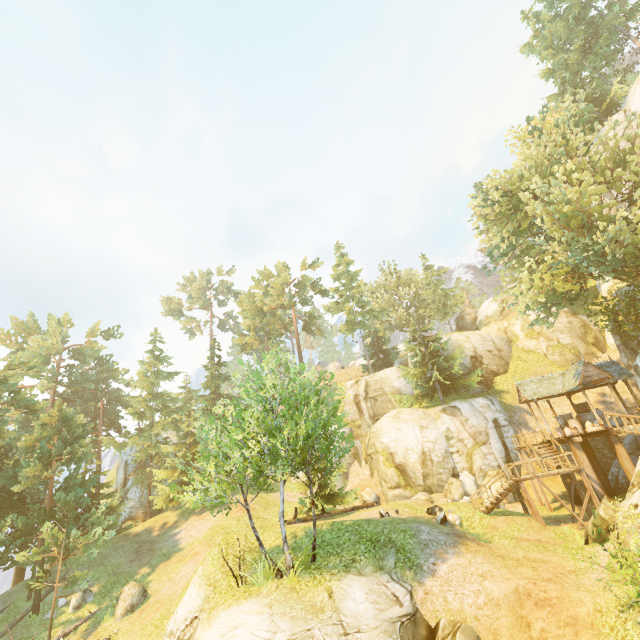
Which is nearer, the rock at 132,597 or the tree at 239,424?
the tree at 239,424

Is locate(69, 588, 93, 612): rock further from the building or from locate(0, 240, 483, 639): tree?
the building

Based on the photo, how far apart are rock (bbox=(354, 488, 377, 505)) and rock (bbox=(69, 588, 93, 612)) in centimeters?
1957cm

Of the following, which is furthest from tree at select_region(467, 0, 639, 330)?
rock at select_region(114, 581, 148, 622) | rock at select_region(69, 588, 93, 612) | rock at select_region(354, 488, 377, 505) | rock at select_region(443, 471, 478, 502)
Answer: rock at select_region(443, 471, 478, 502)

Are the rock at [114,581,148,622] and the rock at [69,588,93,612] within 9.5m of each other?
yes

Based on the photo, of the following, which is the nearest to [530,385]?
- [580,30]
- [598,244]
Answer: [598,244]

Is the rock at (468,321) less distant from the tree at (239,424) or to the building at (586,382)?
the tree at (239,424)

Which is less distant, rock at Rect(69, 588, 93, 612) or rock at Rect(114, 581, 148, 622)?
Result: rock at Rect(114, 581, 148, 622)
